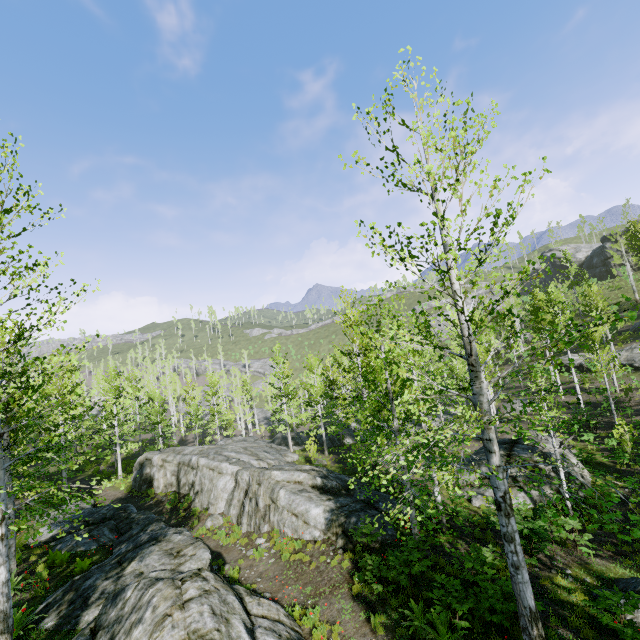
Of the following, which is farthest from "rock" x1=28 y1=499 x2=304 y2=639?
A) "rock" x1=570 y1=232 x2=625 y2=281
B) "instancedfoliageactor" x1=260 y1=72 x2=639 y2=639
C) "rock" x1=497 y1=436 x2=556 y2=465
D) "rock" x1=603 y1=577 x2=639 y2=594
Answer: "rock" x1=570 y1=232 x2=625 y2=281

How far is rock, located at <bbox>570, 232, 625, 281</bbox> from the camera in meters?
49.9 m

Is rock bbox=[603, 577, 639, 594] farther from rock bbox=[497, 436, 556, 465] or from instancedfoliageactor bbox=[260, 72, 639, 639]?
instancedfoliageactor bbox=[260, 72, 639, 639]

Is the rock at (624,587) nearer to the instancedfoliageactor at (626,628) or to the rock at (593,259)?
the instancedfoliageactor at (626,628)

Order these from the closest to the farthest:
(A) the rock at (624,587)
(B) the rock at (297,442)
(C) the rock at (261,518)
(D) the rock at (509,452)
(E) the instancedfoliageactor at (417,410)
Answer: (E) the instancedfoliageactor at (417,410), (A) the rock at (624,587), (C) the rock at (261,518), (D) the rock at (509,452), (B) the rock at (297,442)

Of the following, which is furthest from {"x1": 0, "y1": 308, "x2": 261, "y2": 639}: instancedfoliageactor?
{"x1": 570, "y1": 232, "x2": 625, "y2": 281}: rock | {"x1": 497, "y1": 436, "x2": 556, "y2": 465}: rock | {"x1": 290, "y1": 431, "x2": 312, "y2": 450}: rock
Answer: {"x1": 570, "y1": 232, "x2": 625, "y2": 281}: rock

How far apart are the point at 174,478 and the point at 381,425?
15.92m

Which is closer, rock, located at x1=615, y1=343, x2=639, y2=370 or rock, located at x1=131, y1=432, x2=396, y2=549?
rock, located at x1=131, y1=432, x2=396, y2=549
